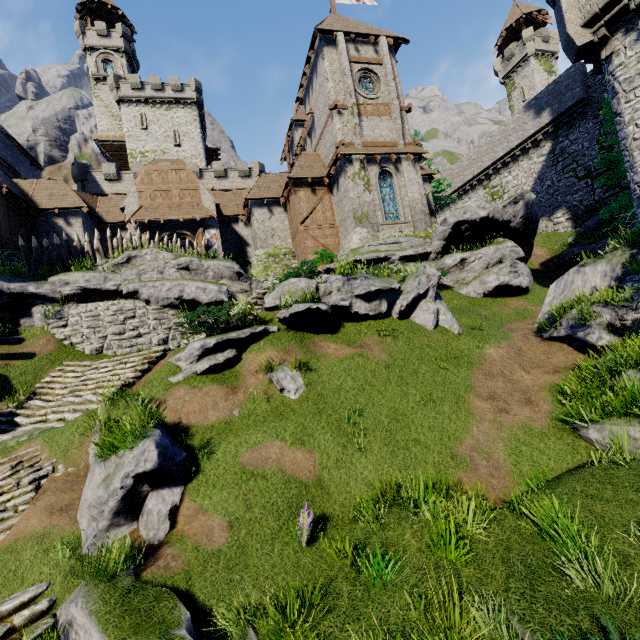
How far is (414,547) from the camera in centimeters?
610cm

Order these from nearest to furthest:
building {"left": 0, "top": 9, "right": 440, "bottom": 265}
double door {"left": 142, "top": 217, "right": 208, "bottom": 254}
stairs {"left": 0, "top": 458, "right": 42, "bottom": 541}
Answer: stairs {"left": 0, "top": 458, "right": 42, "bottom": 541}, building {"left": 0, "top": 9, "right": 440, "bottom": 265}, double door {"left": 142, "top": 217, "right": 208, "bottom": 254}

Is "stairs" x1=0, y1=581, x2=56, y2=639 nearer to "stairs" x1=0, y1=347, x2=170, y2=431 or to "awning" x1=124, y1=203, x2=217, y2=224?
"stairs" x1=0, y1=347, x2=170, y2=431

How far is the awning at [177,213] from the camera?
23.2 meters

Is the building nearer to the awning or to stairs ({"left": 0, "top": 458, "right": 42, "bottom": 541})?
the awning

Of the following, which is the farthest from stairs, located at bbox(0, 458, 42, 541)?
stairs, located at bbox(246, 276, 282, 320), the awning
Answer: the awning

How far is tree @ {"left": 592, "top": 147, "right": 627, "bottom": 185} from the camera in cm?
1555

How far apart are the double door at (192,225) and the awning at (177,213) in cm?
48
